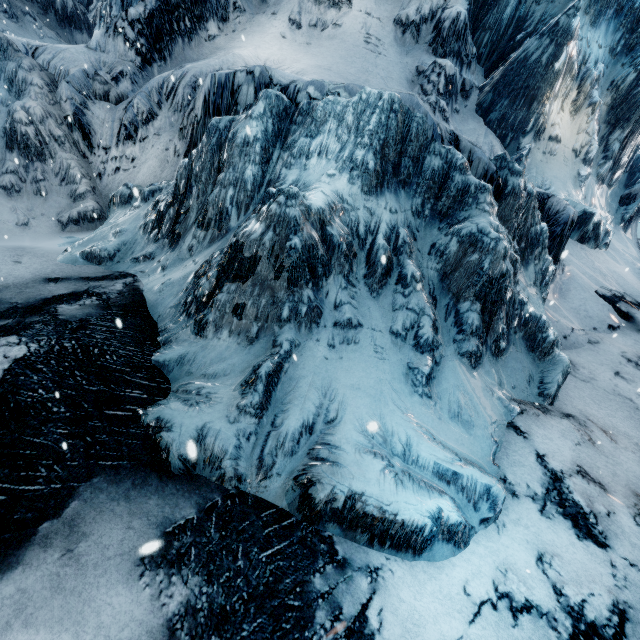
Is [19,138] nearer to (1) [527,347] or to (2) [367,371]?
(2) [367,371]
